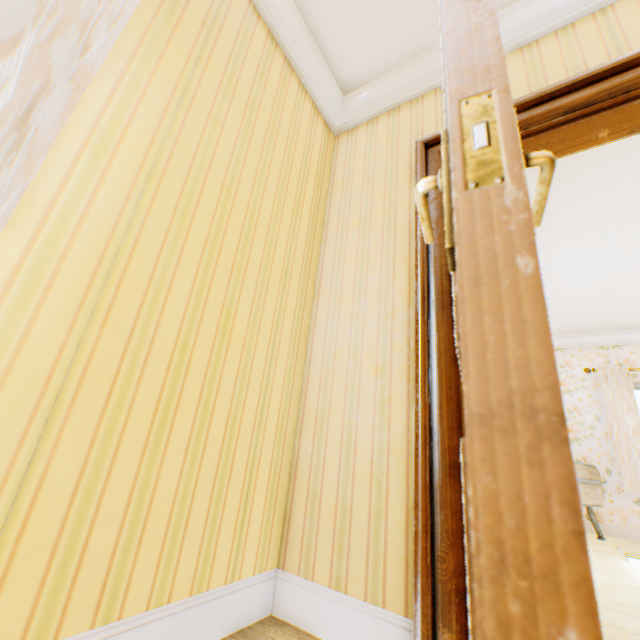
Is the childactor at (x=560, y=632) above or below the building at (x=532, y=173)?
below

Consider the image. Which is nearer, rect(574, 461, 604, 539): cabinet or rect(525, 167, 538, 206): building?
rect(525, 167, 538, 206): building

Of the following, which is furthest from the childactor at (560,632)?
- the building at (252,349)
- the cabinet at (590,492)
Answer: the cabinet at (590,492)

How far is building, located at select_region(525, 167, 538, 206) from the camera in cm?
286

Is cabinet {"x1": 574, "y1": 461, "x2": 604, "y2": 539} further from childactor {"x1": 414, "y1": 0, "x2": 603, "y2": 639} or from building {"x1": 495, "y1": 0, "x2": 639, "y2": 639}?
childactor {"x1": 414, "y1": 0, "x2": 603, "y2": 639}

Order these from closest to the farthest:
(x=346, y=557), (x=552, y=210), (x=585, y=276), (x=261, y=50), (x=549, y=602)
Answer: (x=549, y=602), (x=346, y=557), (x=261, y=50), (x=552, y=210), (x=585, y=276)

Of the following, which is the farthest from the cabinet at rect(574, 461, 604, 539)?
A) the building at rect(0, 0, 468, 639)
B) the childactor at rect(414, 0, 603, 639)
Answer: the childactor at rect(414, 0, 603, 639)
